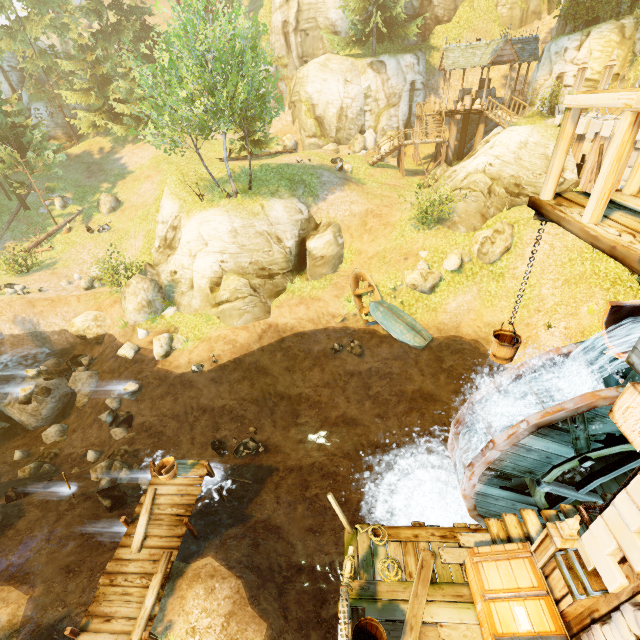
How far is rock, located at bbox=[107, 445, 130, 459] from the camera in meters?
13.6 m

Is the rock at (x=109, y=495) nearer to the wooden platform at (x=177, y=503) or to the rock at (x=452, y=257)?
the wooden platform at (x=177, y=503)

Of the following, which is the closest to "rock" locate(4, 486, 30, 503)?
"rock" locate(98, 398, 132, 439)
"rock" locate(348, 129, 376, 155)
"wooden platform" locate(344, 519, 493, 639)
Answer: "rock" locate(98, 398, 132, 439)

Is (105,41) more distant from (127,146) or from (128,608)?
(128,608)

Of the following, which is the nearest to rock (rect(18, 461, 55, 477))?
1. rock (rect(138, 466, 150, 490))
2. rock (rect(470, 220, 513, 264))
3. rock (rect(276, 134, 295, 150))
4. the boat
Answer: rock (rect(138, 466, 150, 490))

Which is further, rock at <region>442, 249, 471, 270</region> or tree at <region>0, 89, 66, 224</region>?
tree at <region>0, 89, 66, 224</region>

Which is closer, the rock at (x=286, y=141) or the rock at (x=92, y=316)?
the rock at (x=92, y=316)

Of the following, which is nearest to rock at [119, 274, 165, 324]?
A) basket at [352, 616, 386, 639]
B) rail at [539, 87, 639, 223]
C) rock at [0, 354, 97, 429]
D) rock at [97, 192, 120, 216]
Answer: rock at [0, 354, 97, 429]
